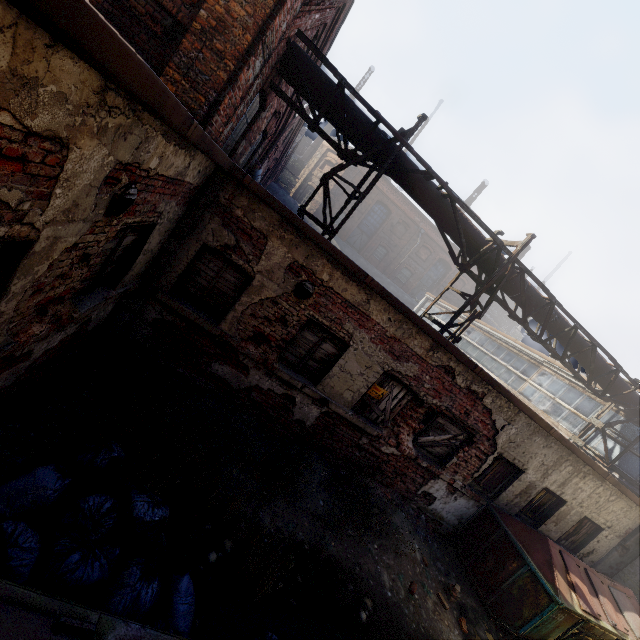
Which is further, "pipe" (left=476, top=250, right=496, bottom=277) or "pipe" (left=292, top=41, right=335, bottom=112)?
"pipe" (left=476, top=250, right=496, bottom=277)

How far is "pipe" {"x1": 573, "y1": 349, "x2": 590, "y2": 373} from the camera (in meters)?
9.65

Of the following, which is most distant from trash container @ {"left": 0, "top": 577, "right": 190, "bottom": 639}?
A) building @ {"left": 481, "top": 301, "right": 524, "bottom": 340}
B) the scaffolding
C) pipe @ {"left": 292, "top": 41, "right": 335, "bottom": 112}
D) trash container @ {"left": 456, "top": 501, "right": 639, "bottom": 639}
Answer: building @ {"left": 481, "top": 301, "right": 524, "bottom": 340}

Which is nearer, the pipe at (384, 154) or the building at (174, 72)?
the building at (174, 72)

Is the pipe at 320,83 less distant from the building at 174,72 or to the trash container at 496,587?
the building at 174,72

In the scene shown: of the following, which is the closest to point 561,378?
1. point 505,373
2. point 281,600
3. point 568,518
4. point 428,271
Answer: point 505,373
